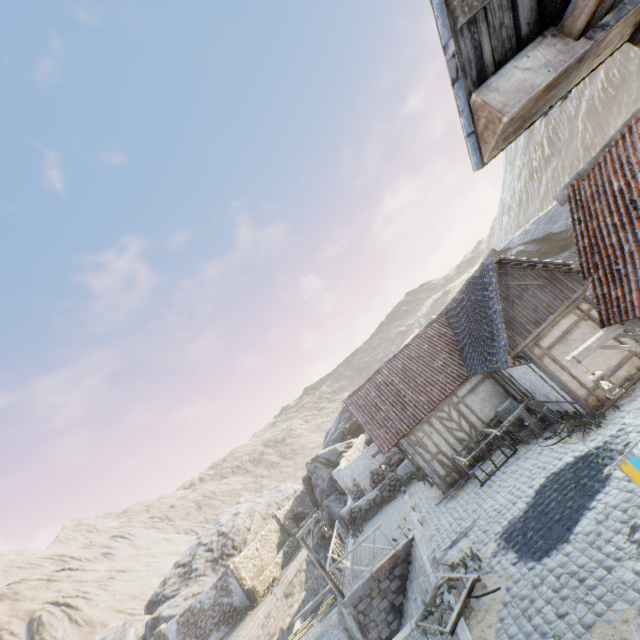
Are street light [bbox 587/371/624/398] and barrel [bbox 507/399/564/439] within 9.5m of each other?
yes

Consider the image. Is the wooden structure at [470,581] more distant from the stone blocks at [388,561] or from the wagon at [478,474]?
the wagon at [478,474]

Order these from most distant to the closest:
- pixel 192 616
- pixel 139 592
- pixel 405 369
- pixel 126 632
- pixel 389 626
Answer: pixel 139 592 → pixel 126 632 → pixel 192 616 → pixel 405 369 → pixel 389 626

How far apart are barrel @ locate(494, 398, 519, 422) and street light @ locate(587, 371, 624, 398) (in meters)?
6.74

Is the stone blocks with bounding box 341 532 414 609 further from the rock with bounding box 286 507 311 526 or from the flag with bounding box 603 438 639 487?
the flag with bounding box 603 438 639 487

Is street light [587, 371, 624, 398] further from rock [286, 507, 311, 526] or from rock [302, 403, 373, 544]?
rock [286, 507, 311, 526]

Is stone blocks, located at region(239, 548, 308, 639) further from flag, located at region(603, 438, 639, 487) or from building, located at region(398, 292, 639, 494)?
flag, located at region(603, 438, 639, 487)

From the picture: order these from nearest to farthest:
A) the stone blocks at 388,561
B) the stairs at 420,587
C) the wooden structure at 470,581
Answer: the wooden structure at 470,581 → the stairs at 420,587 → the stone blocks at 388,561
